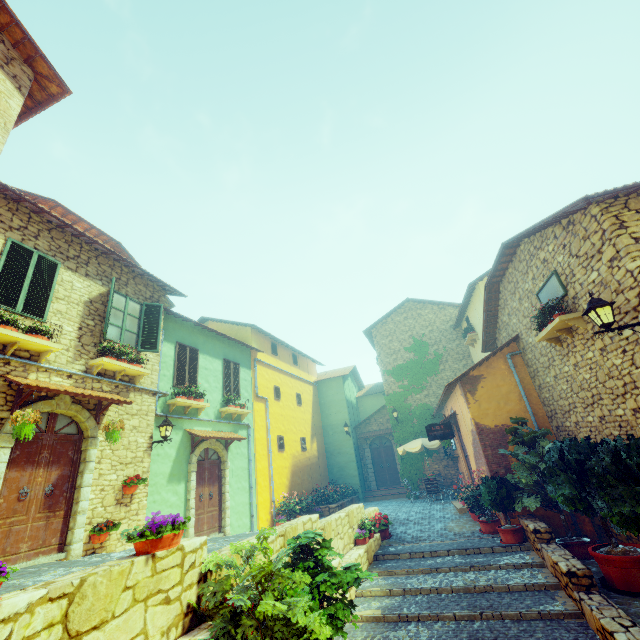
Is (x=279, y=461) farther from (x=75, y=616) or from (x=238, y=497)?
(x=75, y=616)

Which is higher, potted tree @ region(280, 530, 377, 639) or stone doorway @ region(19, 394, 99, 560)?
stone doorway @ region(19, 394, 99, 560)

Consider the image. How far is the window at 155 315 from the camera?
8.9 meters

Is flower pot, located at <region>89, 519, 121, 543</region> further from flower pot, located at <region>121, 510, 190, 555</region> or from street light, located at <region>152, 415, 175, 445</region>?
flower pot, located at <region>121, 510, 190, 555</region>

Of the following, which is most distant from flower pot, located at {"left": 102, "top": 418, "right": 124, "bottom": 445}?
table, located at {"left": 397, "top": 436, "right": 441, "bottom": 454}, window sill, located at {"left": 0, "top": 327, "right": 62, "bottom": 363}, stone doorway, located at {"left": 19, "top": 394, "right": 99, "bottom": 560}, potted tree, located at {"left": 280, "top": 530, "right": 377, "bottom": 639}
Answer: table, located at {"left": 397, "top": 436, "right": 441, "bottom": 454}

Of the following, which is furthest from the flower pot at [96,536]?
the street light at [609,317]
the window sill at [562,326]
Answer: the window sill at [562,326]

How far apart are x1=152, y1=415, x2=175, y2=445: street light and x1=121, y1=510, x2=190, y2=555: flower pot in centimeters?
555cm

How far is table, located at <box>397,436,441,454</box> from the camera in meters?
15.1
